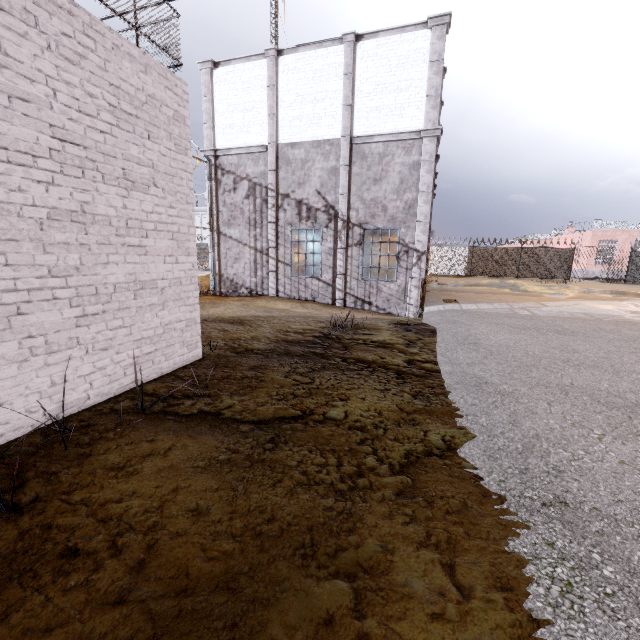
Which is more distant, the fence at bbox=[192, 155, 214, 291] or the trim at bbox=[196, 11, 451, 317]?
the fence at bbox=[192, 155, 214, 291]

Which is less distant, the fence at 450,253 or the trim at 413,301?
the trim at 413,301

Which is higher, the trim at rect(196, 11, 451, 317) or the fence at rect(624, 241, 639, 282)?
the trim at rect(196, 11, 451, 317)

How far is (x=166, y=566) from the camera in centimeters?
180cm

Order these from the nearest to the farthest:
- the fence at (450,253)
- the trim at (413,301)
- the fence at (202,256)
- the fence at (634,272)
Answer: the trim at (413,301) → the fence at (202,256) → the fence at (634,272) → the fence at (450,253)

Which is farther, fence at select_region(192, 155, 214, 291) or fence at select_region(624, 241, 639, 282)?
fence at select_region(624, 241, 639, 282)

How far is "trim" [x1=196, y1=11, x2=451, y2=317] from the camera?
10.5m

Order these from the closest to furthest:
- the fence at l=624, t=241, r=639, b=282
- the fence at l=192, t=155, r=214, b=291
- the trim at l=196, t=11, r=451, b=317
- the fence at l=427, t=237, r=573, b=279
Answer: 1. the trim at l=196, t=11, r=451, b=317
2. the fence at l=192, t=155, r=214, b=291
3. the fence at l=624, t=241, r=639, b=282
4. the fence at l=427, t=237, r=573, b=279
